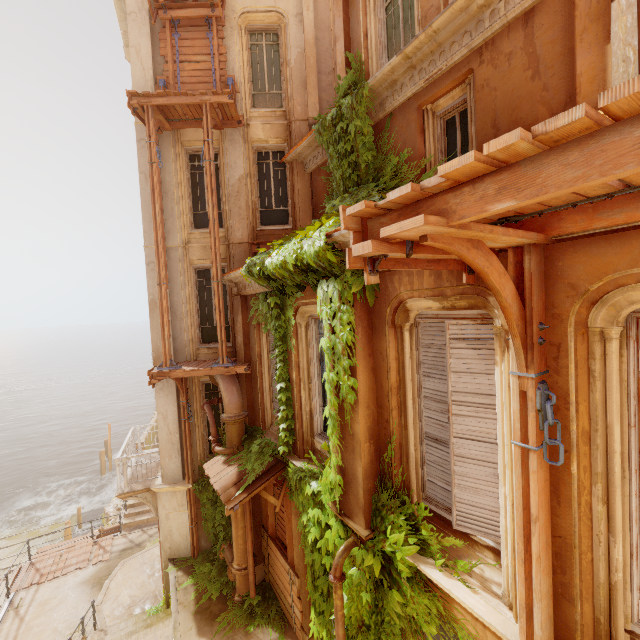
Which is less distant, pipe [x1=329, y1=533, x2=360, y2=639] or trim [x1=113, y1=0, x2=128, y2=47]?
pipe [x1=329, y1=533, x2=360, y2=639]

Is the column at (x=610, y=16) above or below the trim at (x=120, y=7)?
below

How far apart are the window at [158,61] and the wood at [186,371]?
8.75m

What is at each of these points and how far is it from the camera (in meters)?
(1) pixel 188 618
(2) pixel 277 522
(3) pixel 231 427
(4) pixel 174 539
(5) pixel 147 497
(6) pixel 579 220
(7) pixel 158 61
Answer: (1) building, 8.38
(2) wood, 8.95
(3) pipe, 8.62
(4) column, 10.48
(5) support, 10.51
(6) wood, 2.51
(7) window, 10.13

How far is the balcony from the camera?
10.10m

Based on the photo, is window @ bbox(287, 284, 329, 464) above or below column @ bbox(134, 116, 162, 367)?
below

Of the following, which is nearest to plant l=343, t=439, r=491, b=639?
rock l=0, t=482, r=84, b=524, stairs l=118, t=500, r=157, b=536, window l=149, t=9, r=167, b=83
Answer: stairs l=118, t=500, r=157, b=536

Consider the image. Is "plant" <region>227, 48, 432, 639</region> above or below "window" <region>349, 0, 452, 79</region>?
below
